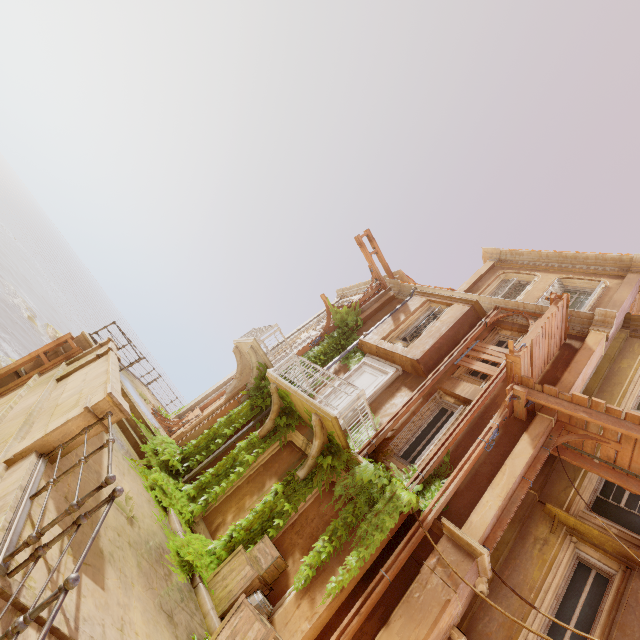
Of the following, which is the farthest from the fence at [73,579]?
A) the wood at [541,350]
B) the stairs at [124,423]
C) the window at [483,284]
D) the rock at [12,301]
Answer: the rock at [12,301]

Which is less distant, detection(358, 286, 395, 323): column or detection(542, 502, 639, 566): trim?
detection(542, 502, 639, 566): trim

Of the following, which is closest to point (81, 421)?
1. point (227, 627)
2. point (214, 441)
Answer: point (227, 627)

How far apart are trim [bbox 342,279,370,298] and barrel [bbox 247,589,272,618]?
13.6m

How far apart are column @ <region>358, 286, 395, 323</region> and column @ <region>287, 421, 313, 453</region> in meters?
5.8

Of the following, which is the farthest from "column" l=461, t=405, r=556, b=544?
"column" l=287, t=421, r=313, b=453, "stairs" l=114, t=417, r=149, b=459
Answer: "stairs" l=114, t=417, r=149, b=459

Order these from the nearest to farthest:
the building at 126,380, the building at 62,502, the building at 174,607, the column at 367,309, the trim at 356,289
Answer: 1. the building at 174,607
2. the building at 62,502
3. the building at 126,380
4. the column at 367,309
5. the trim at 356,289

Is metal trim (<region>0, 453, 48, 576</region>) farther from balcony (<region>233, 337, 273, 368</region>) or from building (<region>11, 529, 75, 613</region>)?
balcony (<region>233, 337, 273, 368</region>)
